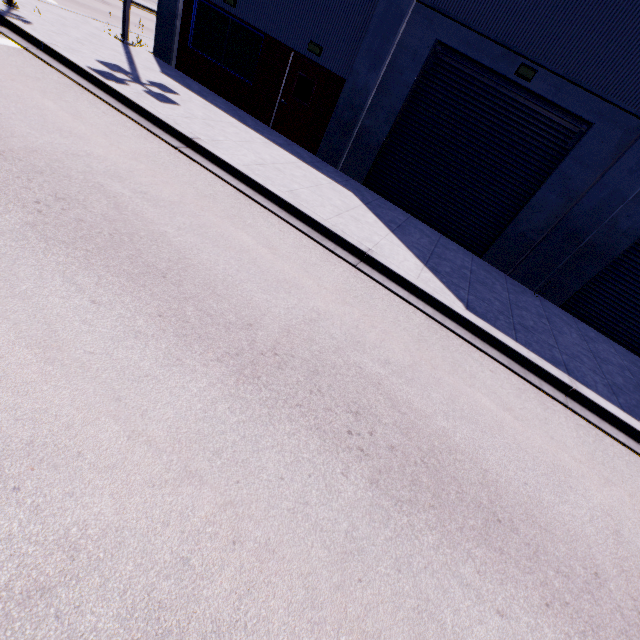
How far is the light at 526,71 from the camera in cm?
858

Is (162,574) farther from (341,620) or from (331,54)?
(331,54)

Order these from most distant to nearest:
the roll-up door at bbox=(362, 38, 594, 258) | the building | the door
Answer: the door, the roll-up door at bbox=(362, 38, 594, 258), the building

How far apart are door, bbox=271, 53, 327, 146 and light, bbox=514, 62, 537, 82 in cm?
566

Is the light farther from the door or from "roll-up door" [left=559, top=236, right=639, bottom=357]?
the door

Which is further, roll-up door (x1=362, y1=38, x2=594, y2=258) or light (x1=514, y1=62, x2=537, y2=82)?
roll-up door (x1=362, y1=38, x2=594, y2=258)

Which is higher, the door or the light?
the light

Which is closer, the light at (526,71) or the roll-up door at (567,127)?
the light at (526,71)
